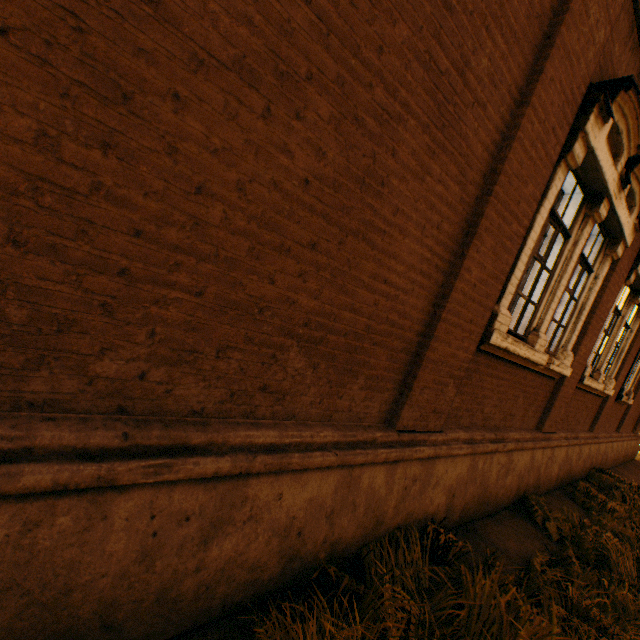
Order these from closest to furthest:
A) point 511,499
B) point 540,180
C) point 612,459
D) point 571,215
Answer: point 540,180 < point 571,215 < point 511,499 < point 612,459
